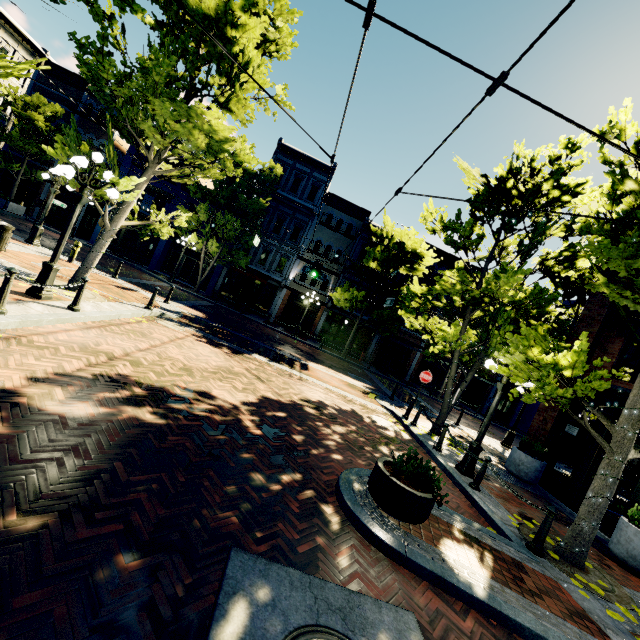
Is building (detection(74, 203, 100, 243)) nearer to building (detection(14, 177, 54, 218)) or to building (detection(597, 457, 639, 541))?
building (detection(14, 177, 54, 218))

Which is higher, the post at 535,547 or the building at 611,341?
the building at 611,341

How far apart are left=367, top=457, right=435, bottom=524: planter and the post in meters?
2.4

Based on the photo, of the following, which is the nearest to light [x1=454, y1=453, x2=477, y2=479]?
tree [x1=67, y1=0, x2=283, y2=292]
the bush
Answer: tree [x1=67, y1=0, x2=283, y2=292]

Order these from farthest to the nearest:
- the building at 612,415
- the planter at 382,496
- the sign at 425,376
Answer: the sign at 425,376 < the building at 612,415 < the planter at 382,496

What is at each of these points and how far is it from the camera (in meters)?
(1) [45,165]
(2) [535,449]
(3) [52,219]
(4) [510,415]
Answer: (1) building, 24.69
(2) bush, 10.62
(3) building, 26.34
(4) building, 30.06

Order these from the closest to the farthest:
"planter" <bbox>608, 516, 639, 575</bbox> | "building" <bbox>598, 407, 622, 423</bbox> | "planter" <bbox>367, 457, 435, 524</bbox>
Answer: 1. "planter" <bbox>367, 457, 435, 524</bbox>
2. "planter" <bbox>608, 516, 639, 575</bbox>
3. "building" <bbox>598, 407, 622, 423</bbox>

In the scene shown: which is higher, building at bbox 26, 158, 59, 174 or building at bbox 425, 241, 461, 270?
building at bbox 425, 241, 461, 270
